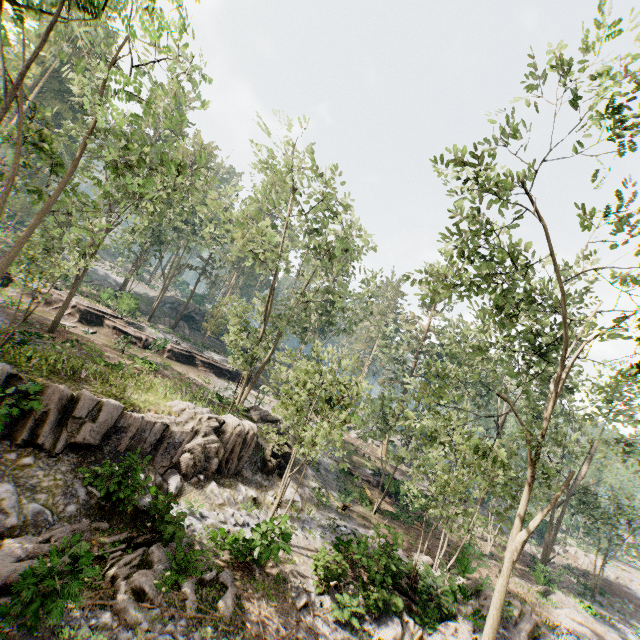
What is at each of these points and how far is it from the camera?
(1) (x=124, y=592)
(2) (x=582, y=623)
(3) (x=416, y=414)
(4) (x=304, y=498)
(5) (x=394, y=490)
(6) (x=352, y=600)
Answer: (1) foliage, 8.9m
(2) foliage, 21.0m
(3) foliage, 46.3m
(4) rock, 20.7m
(5) ground embankment, 28.3m
(6) foliage, 12.9m

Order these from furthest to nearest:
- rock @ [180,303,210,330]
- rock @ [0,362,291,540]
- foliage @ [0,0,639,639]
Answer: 1. rock @ [180,303,210,330]
2. rock @ [0,362,291,540]
3. foliage @ [0,0,639,639]

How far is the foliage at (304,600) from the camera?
11.4m

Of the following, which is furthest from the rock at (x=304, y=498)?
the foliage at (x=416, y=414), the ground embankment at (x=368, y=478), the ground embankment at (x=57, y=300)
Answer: the ground embankment at (x=57, y=300)

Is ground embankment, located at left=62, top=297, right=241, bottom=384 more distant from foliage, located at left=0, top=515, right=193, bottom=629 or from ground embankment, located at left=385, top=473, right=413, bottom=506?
ground embankment, located at left=385, top=473, right=413, bottom=506

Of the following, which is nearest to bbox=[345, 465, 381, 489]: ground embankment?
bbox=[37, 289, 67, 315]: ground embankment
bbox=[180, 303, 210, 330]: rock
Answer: bbox=[37, 289, 67, 315]: ground embankment

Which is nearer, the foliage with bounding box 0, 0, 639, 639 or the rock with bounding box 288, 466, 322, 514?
the foliage with bounding box 0, 0, 639, 639

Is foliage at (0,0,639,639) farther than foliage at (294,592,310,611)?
No
